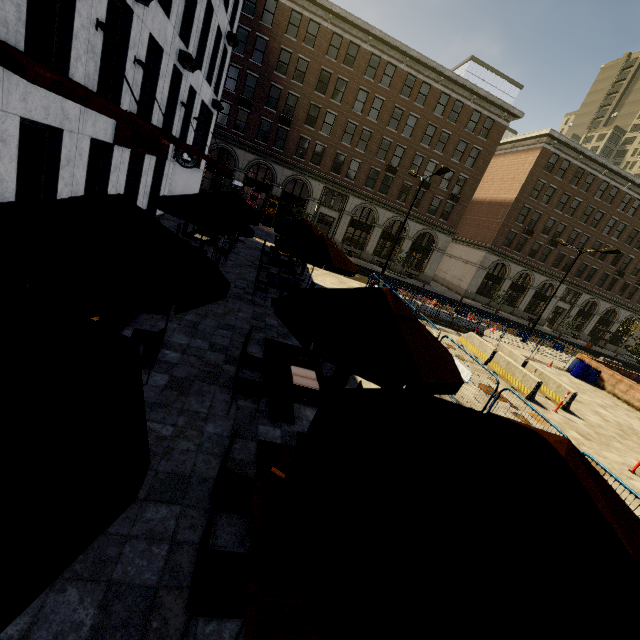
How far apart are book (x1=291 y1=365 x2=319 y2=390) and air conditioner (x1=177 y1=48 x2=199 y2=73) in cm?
1603

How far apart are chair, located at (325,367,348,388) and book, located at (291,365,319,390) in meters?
0.5

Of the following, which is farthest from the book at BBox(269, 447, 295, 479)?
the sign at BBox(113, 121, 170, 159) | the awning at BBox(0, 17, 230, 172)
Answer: the sign at BBox(113, 121, 170, 159)

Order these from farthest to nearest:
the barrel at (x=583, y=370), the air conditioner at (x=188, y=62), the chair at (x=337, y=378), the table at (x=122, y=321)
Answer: the barrel at (x=583, y=370) → the air conditioner at (x=188, y=62) → the chair at (x=337, y=378) → the table at (x=122, y=321)

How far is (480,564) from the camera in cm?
130

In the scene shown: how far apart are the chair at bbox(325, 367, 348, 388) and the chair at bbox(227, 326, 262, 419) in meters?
1.2 m

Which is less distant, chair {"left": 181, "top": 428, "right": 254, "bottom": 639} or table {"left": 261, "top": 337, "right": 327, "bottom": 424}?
chair {"left": 181, "top": 428, "right": 254, "bottom": 639}

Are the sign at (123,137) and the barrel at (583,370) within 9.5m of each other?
no
